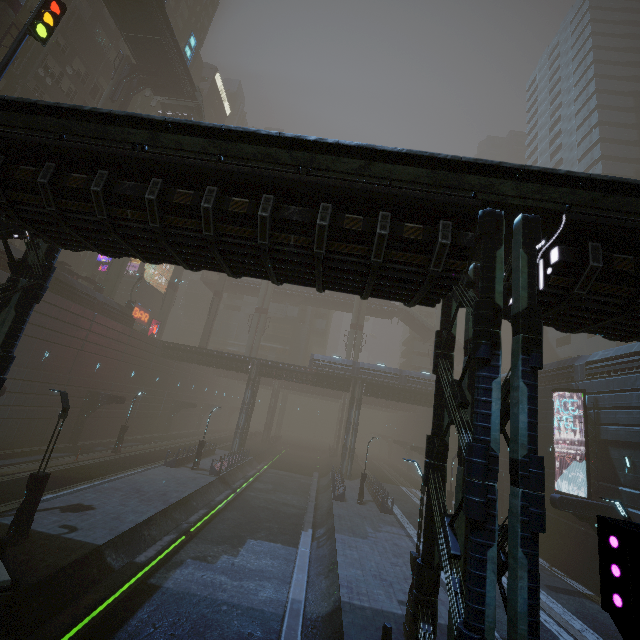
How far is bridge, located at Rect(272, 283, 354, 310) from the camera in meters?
57.4

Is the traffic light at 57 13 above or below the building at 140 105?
below

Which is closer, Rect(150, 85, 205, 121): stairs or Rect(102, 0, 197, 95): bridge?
Rect(102, 0, 197, 95): bridge

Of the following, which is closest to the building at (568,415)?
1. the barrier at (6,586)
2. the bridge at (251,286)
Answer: the barrier at (6,586)

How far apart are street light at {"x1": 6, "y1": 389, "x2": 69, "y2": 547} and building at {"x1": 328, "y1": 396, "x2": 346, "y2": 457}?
49.3m

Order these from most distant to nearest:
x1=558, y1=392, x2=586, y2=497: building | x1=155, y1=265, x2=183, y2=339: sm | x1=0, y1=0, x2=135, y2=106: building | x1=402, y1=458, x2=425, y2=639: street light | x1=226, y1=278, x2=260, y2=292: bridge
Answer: x1=226, y1=278, x2=260, y2=292: bridge
x1=155, y1=265, x2=183, y2=339: sm
x1=0, y1=0, x2=135, y2=106: building
x1=558, y1=392, x2=586, y2=497: building
x1=402, y1=458, x2=425, y2=639: street light

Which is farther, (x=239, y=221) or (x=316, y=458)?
(x=316, y=458)

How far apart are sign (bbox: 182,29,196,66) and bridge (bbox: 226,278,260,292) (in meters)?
29.74
